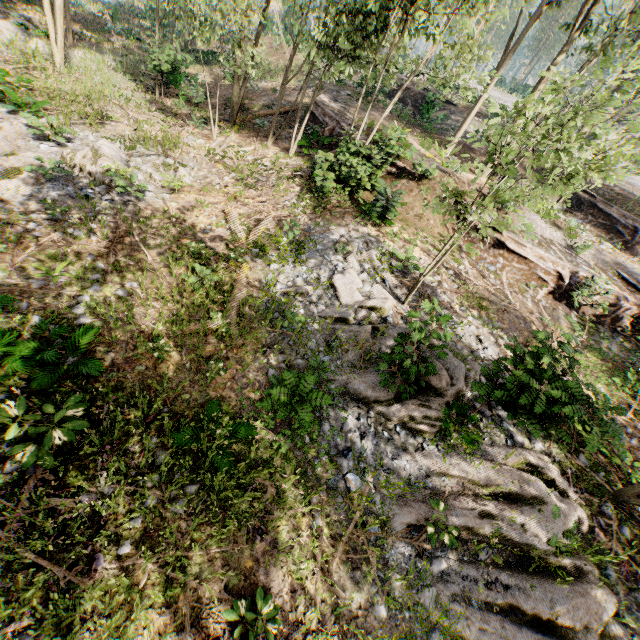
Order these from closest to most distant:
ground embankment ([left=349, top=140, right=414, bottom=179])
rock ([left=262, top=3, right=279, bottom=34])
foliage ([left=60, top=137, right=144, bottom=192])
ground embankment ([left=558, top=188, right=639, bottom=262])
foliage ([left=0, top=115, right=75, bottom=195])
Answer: foliage ([left=0, top=115, right=75, bottom=195]) < foliage ([left=60, top=137, right=144, bottom=192]) < ground embankment ([left=349, top=140, right=414, bottom=179]) < ground embankment ([left=558, top=188, right=639, bottom=262]) < rock ([left=262, top=3, right=279, bottom=34])

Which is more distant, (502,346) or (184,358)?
(502,346)

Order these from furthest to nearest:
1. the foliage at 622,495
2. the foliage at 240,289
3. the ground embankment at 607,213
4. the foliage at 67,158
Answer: the ground embankment at 607,213
the foliage at 67,158
the foliage at 240,289
the foliage at 622,495

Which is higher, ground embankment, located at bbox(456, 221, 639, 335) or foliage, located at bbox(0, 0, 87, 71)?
ground embankment, located at bbox(456, 221, 639, 335)

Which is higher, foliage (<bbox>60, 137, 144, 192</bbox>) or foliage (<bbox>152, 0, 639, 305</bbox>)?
foliage (<bbox>152, 0, 639, 305</bbox>)

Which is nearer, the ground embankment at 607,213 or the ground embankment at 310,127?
the ground embankment at 310,127

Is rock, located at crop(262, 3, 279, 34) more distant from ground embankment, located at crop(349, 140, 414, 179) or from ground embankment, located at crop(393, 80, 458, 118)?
ground embankment, located at crop(349, 140, 414, 179)

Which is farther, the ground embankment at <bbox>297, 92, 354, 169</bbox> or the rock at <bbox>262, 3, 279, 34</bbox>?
the rock at <bbox>262, 3, 279, 34</bbox>
